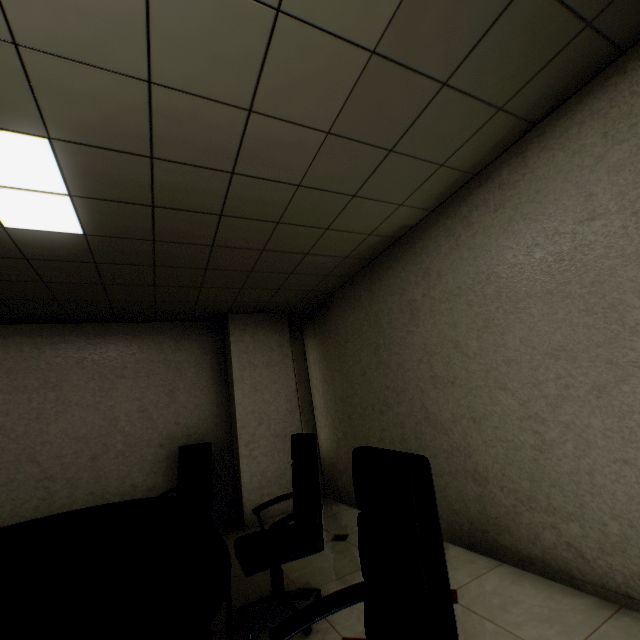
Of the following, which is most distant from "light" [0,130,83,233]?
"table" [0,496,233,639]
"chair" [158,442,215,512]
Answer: "chair" [158,442,215,512]

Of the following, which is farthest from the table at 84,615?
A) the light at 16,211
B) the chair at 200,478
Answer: the light at 16,211

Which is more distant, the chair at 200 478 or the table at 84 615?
the chair at 200 478

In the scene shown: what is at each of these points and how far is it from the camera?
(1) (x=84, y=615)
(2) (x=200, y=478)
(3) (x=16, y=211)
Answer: (1) table, 1.18m
(2) chair, 3.89m
(3) light, 2.27m

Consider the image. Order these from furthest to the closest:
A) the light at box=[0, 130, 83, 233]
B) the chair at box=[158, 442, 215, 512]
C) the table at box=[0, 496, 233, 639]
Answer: the chair at box=[158, 442, 215, 512], the light at box=[0, 130, 83, 233], the table at box=[0, 496, 233, 639]

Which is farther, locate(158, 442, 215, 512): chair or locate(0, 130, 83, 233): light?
locate(158, 442, 215, 512): chair

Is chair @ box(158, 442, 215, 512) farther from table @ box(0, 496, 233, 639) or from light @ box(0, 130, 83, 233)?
light @ box(0, 130, 83, 233)

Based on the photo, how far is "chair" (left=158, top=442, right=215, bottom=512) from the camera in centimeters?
379cm
